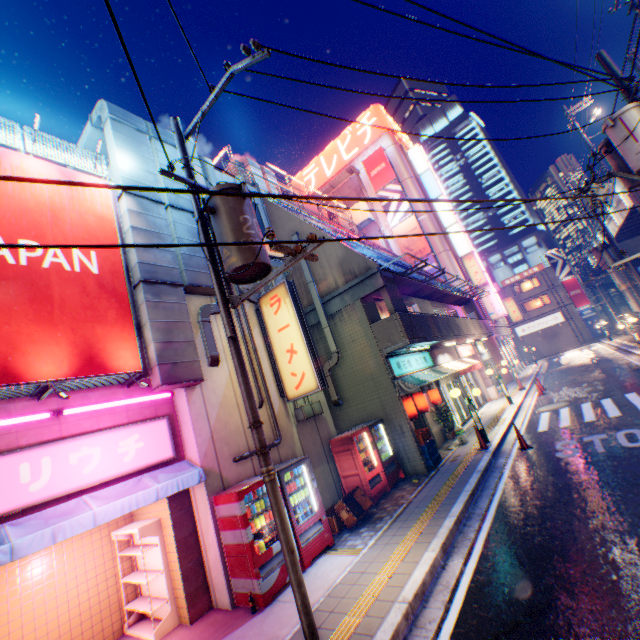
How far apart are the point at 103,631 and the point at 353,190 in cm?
3890

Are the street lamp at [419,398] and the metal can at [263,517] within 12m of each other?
yes

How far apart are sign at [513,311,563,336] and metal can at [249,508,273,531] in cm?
5231

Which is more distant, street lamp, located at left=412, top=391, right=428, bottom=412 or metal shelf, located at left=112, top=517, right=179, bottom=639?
street lamp, located at left=412, top=391, right=428, bottom=412

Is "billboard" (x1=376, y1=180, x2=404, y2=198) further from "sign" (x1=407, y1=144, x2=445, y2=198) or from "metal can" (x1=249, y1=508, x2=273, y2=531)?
"metal can" (x1=249, y1=508, x2=273, y2=531)

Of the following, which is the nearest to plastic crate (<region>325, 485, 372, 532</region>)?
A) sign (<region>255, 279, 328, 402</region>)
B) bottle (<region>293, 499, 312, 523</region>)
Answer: bottle (<region>293, 499, 312, 523</region>)

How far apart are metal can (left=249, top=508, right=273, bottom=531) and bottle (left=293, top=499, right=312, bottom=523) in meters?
0.4 m

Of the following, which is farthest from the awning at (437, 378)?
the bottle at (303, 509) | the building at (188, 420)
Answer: the bottle at (303, 509)
